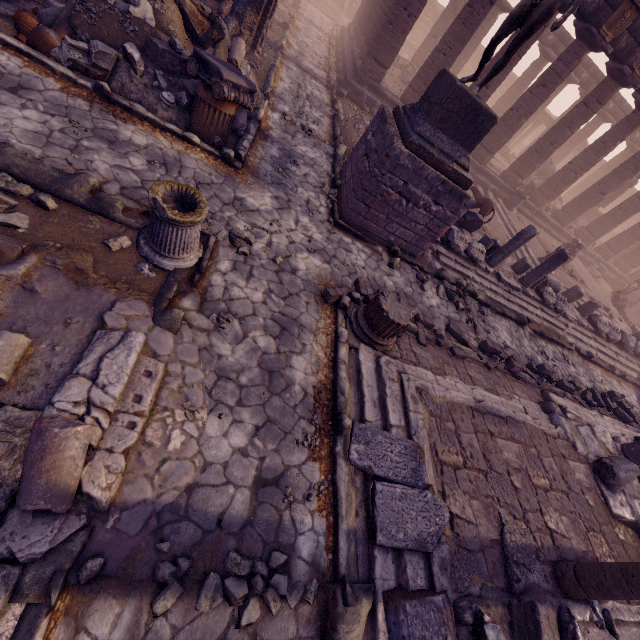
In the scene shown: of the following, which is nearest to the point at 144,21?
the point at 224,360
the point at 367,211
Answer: the point at 367,211

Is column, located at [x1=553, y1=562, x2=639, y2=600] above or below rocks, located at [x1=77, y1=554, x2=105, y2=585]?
above

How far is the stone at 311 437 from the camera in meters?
3.9 m

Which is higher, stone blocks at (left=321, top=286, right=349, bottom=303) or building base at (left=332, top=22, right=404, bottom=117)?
building base at (left=332, top=22, right=404, bottom=117)

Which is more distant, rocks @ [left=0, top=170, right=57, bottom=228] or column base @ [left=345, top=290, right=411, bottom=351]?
column base @ [left=345, top=290, right=411, bottom=351]

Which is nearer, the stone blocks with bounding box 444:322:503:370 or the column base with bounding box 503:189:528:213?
the stone blocks with bounding box 444:322:503:370

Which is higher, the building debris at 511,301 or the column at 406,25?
the column at 406,25

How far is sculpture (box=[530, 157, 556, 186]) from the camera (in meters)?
20.50
